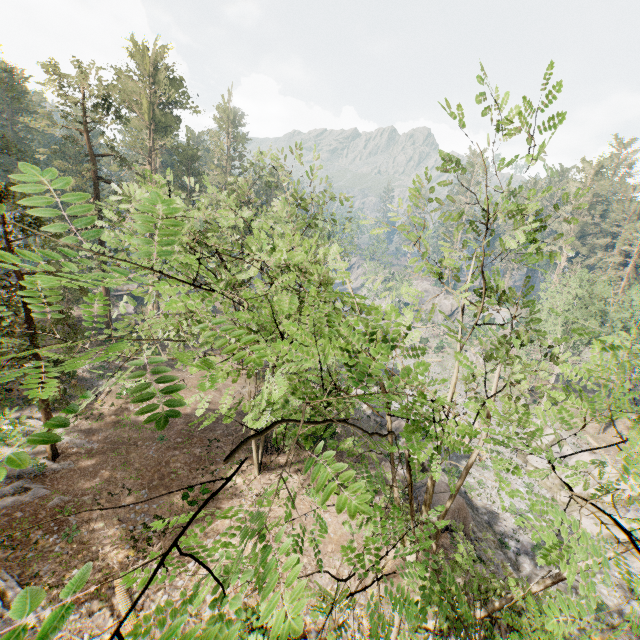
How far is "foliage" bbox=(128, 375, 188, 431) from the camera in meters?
1.3 m

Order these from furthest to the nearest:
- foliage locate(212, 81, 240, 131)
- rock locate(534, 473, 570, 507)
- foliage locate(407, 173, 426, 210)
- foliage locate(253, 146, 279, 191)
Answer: foliage locate(212, 81, 240, 131) → rock locate(534, 473, 570, 507) → foliage locate(253, 146, 279, 191) → foliage locate(407, 173, 426, 210)

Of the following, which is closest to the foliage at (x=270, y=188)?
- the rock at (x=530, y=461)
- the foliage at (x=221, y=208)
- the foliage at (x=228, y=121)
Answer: the foliage at (x=221, y=208)

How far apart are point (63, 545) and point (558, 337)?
23.5m

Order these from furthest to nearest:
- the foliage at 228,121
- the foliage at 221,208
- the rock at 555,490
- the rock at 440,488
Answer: the foliage at 228,121, the rock at 555,490, the rock at 440,488, the foliage at 221,208

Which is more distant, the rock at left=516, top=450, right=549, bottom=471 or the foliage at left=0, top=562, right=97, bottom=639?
the rock at left=516, top=450, right=549, bottom=471

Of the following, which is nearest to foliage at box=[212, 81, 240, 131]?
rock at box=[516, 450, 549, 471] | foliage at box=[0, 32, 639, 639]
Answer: foliage at box=[0, 32, 639, 639]

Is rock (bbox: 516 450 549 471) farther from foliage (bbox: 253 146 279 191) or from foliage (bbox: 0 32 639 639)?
foliage (bbox: 253 146 279 191)
